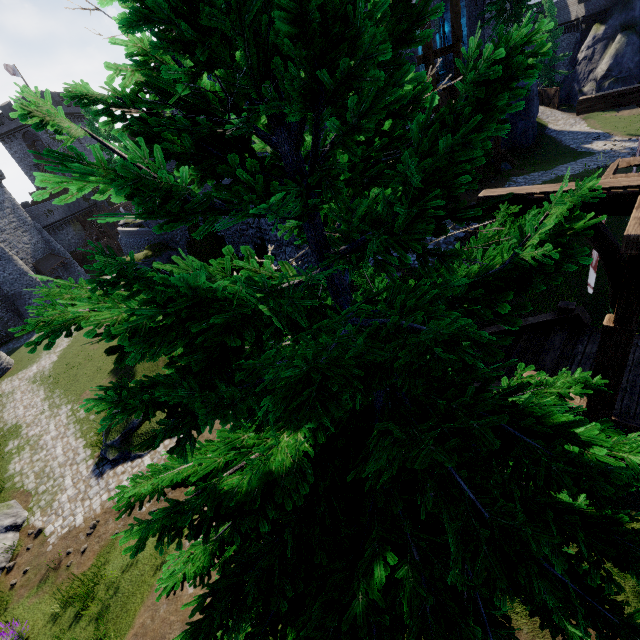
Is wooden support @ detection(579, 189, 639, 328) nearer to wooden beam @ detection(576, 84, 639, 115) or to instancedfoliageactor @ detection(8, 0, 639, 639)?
instancedfoliageactor @ detection(8, 0, 639, 639)

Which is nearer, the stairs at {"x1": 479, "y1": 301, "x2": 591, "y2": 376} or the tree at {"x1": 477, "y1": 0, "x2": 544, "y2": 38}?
the stairs at {"x1": 479, "y1": 301, "x2": 591, "y2": 376}

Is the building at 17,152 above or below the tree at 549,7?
above

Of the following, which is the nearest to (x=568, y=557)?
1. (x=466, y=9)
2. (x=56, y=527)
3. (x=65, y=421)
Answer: (x=56, y=527)

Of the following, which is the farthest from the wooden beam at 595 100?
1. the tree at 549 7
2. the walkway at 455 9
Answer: the tree at 549 7

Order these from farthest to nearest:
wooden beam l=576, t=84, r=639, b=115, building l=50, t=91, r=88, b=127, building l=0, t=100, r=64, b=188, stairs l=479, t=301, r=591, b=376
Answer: building l=50, t=91, r=88, b=127 → building l=0, t=100, r=64, b=188 → stairs l=479, t=301, r=591, b=376 → wooden beam l=576, t=84, r=639, b=115

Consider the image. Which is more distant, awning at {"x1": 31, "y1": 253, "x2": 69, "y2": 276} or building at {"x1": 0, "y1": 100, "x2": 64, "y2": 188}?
building at {"x1": 0, "y1": 100, "x2": 64, "y2": 188}

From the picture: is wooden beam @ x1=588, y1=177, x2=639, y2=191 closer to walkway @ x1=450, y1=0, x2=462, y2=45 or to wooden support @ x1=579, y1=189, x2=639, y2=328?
wooden support @ x1=579, y1=189, x2=639, y2=328
